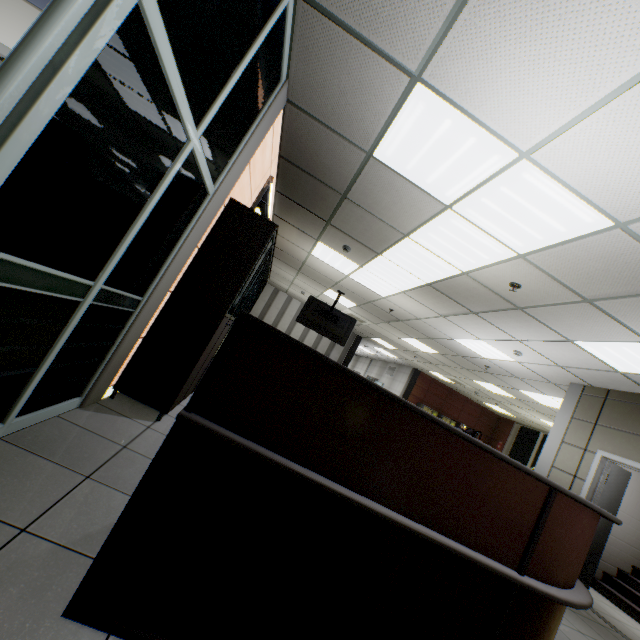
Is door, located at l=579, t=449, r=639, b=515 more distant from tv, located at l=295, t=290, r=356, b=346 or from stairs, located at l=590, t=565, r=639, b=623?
tv, located at l=295, t=290, r=356, b=346

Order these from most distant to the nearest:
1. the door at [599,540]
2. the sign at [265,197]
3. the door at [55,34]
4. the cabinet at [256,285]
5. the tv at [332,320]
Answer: the tv at [332,320] < the door at [599,540] < the sign at [265,197] < the cabinet at [256,285] < the door at [55,34]

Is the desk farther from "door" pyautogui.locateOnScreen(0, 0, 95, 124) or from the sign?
the sign

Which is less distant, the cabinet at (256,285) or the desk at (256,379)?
the desk at (256,379)

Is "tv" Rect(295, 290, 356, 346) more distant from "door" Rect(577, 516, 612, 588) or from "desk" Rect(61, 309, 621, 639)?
"door" Rect(577, 516, 612, 588)

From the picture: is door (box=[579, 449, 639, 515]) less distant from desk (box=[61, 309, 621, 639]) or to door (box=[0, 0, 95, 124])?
desk (box=[61, 309, 621, 639])

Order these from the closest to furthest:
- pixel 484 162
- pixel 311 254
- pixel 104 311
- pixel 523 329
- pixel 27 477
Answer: pixel 27 477
pixel 104 311
pixel 484 162
pixel 523 329
pixel 311 254

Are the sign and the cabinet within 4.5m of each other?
yes
